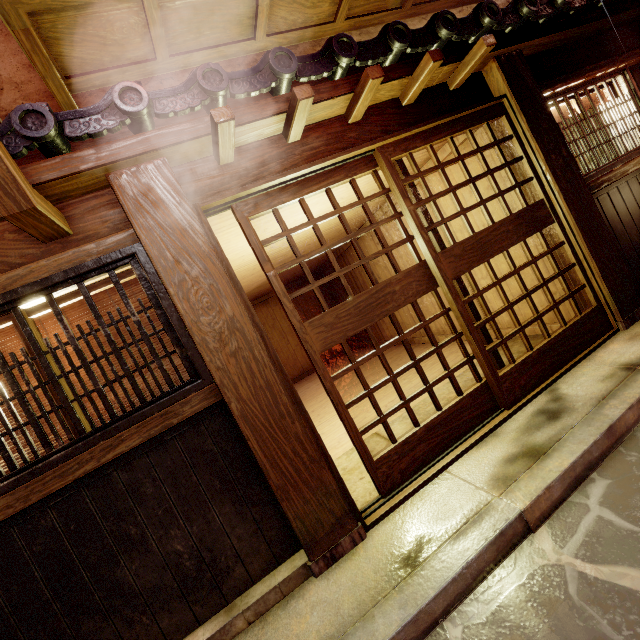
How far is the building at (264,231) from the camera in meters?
6.7 m

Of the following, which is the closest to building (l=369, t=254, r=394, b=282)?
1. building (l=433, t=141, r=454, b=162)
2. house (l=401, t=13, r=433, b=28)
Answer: building (l=433, t=141, r=454, b=162)

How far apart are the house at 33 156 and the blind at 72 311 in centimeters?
163cm

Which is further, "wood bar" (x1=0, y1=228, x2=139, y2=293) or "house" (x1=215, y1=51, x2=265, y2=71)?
"house" (x1=215, y1=51, x2=265, y2=71)

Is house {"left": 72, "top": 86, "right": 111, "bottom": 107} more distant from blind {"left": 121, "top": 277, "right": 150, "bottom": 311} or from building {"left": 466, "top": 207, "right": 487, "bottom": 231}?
blind {"left": 121, "top": 277, "right": 150, "bottom": 311}

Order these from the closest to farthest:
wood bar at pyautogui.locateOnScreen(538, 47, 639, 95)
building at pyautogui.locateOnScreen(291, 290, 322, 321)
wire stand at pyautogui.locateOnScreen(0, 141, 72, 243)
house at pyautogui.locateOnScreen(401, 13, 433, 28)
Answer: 1. wire stand at pyautogui.locateOnScreen(0, 141, 72, 243)
2. wood bar at pyautogui.locateOnScreen(538, 47, 639, 95)
3. house at pyautogui.locateOnScreen(401, 13, 433, 28)
4. building at pyautogui.locateOnScreen(291, 290, 322, 321)

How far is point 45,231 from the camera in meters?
3.8

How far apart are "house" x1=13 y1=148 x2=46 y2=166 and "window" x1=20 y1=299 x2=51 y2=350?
1.5m
